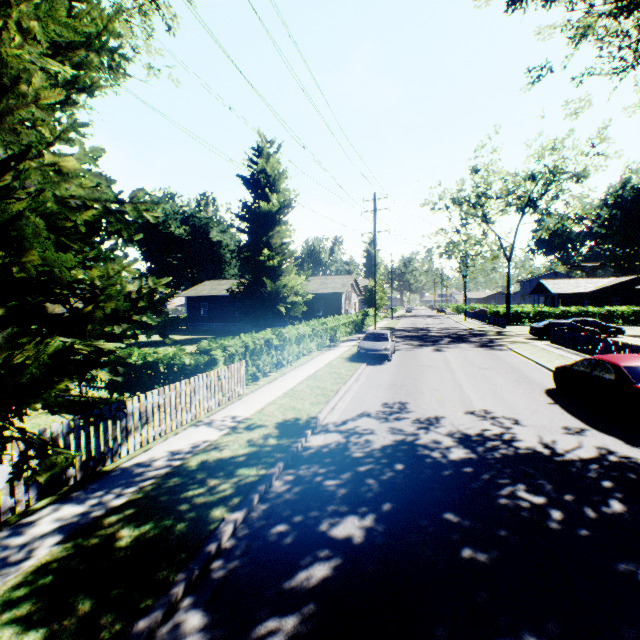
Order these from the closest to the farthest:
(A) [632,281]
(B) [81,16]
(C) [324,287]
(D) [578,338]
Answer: (B) [81,16]
(D) [578,338]
(C) [324,287]
(A) [632,281]

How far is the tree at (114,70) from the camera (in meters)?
13.98

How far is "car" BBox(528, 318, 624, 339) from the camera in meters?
26.4

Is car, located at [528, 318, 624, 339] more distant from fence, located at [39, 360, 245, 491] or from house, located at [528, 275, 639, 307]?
fence, located at [39, 360, 245, 491]

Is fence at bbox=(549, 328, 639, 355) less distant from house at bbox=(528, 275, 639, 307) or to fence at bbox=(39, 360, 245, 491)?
fence at bbox=(39, 360, 245, 491)

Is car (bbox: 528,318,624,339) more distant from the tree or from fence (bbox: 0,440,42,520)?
the tree

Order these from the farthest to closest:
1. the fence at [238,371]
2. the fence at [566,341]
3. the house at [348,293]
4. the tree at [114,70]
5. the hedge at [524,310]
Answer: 1. the hedge at [524,310]
2. the house at [348,293]
3. the fence at [566,341]
4. the tree at [114,70]
5. the fence at [238,371]

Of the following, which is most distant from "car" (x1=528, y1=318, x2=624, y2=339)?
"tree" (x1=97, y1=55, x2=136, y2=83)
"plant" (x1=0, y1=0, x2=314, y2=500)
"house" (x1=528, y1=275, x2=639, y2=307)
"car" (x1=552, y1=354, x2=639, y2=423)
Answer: "tree" (x1=97, y1=55, x2=136, y2=83)
